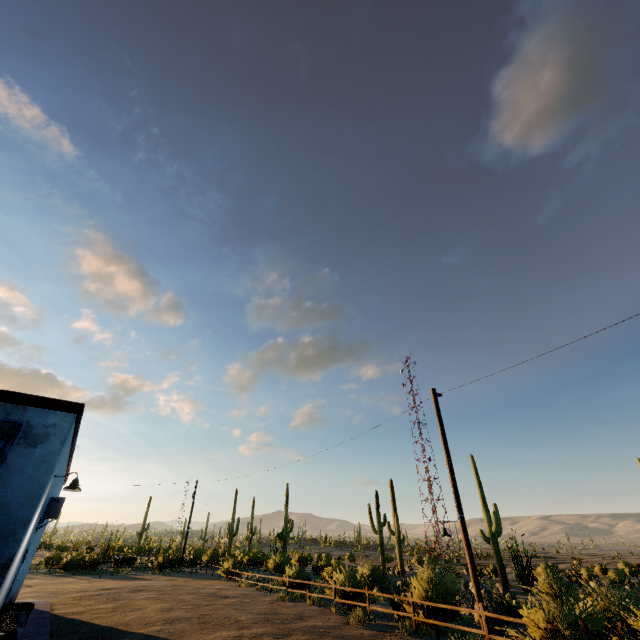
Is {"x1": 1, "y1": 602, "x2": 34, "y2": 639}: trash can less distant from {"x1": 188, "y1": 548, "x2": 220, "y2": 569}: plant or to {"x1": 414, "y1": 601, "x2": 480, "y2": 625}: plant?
{"x1": 414, "y1": 601, "x2": 480, "y2": 625}: plant

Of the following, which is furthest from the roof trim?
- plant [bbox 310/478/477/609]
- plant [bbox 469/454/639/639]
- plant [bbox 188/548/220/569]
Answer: plant [bbox 188/548/220/569]

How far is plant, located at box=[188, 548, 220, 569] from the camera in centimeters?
3825cm

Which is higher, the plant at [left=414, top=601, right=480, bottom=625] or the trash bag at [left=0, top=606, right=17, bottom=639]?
the trash bag at [left=0, top=606, right=17, bottom=639]

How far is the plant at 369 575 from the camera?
11.8 meters

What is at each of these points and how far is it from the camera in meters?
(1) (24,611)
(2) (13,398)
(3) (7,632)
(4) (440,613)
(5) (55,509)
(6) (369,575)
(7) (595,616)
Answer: (1) trash can, 7.9
(2) roof trim, 7.4
(3) trash bag, 7.0
(4) plant, 14.0
(5) air conditioner, 9.7
(6) plant, 22.0
(7) plant, 7.2

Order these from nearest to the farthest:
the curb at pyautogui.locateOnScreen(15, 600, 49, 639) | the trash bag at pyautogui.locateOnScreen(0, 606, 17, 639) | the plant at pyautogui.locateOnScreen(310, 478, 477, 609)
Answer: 1. the trash bag at pyautogui.locateOnScreen(0, 606, 17, 639)
2. the curb at pyautogui.locateOnScreen(15, 600, 49, 639)
3. the plant at pyautogui.locateOnScreen(310, 478, 477, 609)

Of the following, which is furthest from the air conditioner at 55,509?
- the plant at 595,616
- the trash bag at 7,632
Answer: the plant at 595,616
